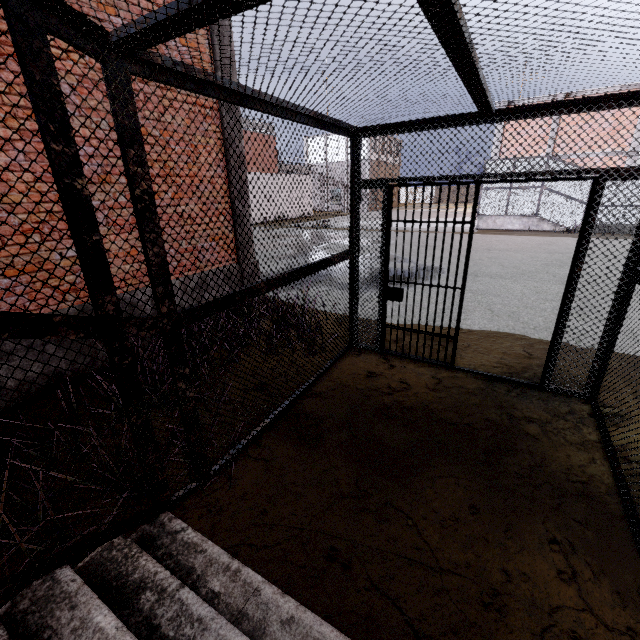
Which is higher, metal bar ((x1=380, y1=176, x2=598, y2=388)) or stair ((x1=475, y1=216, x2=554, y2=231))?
metal bar ((x1=380, y1=176, x2=598, y2=388))

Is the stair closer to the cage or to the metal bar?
the cage

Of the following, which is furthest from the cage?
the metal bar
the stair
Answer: the metal bar

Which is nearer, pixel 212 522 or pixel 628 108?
pixel 212 522

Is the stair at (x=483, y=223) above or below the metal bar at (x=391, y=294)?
below

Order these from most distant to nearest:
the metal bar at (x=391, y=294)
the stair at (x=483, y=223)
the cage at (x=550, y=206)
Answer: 1. the stair at (x=483, y=223)
2. the cage at (x=550, y=206)
3. the metal bar at (x=391, y=294)

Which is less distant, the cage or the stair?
the cage

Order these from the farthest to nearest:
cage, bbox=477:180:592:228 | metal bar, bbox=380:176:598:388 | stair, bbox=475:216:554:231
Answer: stair, bbox=475:216:554:231, cage, bbox=477:180:592:228, metal bar, bbox=380:176:598:388
